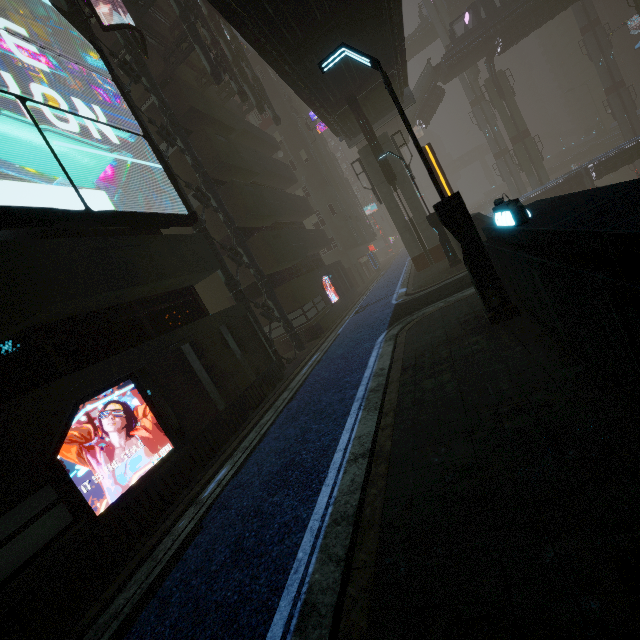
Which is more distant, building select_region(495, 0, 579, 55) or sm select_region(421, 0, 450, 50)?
sm select_region(421, 0, 450, 50)

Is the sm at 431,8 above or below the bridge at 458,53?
above

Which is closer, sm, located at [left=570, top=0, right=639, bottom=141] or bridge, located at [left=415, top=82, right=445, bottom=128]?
bridge, located at [left=415, top=82, right=445, bottom=128]

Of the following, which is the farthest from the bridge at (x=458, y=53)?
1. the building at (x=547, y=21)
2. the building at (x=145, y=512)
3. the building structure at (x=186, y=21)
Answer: the building structure at (x=186, y=21)

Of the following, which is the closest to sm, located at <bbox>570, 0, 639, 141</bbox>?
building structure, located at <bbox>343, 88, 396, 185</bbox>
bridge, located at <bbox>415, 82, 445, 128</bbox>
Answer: building structure, located at <bbox>343, 88, 396, 185</bbox>

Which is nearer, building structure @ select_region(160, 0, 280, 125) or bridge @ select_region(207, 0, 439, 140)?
bridge @ select_region(207, 0, 439, 140)

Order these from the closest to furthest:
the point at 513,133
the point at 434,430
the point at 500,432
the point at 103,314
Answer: the point at 500,432 → the point at 434,430 → the point at 103,314 → the point at 513,133

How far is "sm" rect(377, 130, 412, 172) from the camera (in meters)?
20.61
